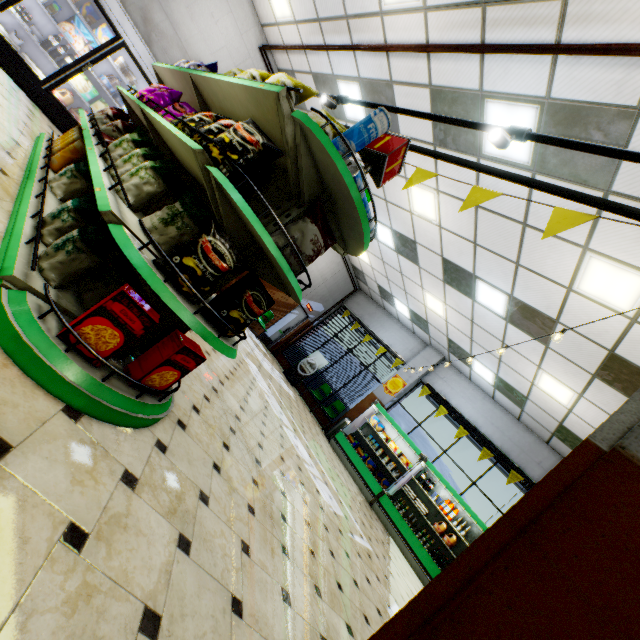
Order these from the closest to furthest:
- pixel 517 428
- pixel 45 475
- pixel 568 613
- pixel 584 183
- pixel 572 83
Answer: pixel 568 613
pixel 45 475
pixel 572 83
pixel 584 183
pixel 517 428

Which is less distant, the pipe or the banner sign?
the banner sign

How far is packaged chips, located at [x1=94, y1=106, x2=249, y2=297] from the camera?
1.8 meters

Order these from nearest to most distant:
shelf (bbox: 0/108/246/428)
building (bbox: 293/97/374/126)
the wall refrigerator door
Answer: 1. shelf (bbox: 0/108/246/428)
2. the wall refrigerator door
3. building (bbox: 293/97/374/126)

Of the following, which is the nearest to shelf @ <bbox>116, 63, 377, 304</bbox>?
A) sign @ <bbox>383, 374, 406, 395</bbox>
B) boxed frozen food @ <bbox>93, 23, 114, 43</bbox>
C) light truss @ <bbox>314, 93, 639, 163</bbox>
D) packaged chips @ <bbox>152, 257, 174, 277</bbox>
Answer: packaged chips @ <bbox>152, 257, 174, 277</bbox>

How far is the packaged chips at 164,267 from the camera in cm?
173

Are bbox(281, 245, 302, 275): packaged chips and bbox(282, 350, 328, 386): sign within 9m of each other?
no

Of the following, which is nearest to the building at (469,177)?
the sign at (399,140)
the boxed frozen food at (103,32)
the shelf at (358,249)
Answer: the shelf at (358,249)
